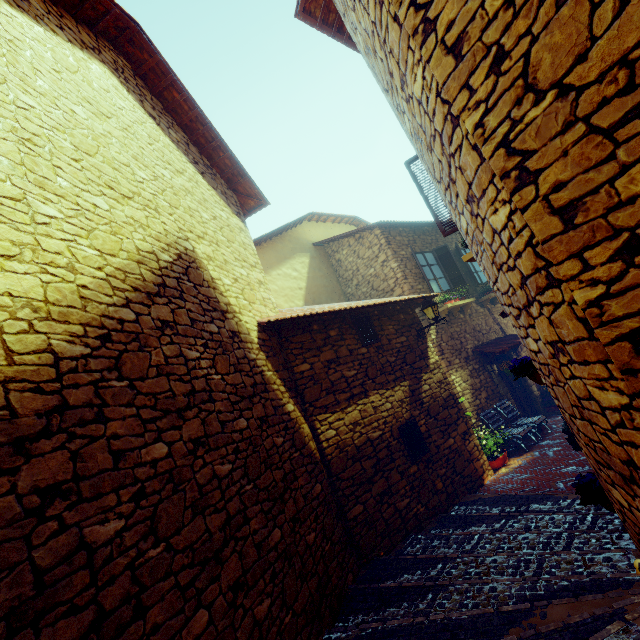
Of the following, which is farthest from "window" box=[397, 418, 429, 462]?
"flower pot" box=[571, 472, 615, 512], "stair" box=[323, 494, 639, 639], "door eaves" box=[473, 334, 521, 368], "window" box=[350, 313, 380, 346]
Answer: "door eaves" box=[473, 334, 521, 368]

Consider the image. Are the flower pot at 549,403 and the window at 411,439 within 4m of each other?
no

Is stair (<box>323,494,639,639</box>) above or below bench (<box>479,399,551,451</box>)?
below

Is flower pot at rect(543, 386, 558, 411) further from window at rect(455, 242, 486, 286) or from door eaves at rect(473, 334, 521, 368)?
window at rect(455, 242, 486, 286)

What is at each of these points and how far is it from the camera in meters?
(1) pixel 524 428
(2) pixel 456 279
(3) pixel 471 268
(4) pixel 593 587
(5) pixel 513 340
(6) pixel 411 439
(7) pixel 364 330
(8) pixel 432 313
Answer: (1) bench, 8.3
(2) window, 10.8
(3) window, 11.9
(4) stair, 2.9
(5) door eaves, 10.4
(6) window, 6.6
(7) window, 7.1
(8) street light, 7.6

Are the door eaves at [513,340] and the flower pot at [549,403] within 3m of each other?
yes

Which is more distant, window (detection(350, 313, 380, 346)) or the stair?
window (detection(350, 313, 380, 346))

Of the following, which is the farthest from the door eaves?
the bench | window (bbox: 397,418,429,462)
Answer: window (bbox: 397,418,429,462)
